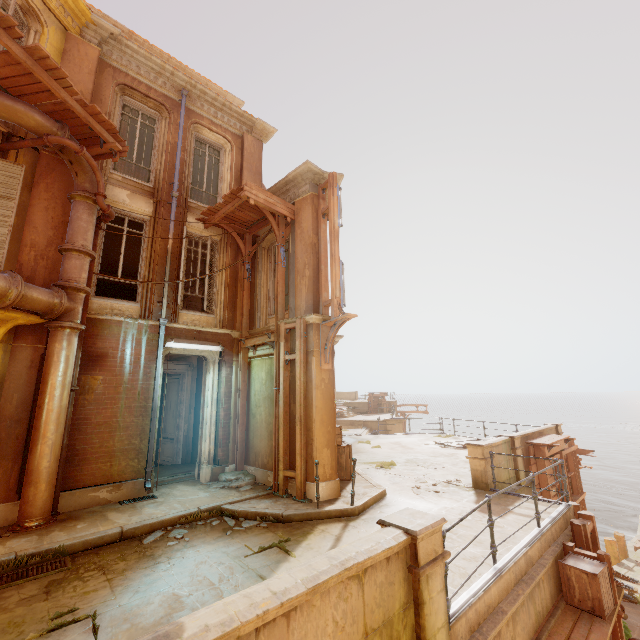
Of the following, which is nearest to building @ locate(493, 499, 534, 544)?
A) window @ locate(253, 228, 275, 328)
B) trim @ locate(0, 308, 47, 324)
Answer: trim @ locate(0, 308, 47, 324)

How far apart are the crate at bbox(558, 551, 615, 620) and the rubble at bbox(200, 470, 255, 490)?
6.8m

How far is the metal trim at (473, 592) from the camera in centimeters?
400cm

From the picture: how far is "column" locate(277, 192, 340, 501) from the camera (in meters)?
7.88

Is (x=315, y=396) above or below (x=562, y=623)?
above

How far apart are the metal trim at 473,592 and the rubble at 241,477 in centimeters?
578cm

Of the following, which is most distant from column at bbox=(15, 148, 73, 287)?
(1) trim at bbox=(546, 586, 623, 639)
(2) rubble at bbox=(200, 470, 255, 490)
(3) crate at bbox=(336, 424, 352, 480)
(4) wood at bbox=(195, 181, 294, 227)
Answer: (1) trim at bbox=(546, 586, 623, 639)

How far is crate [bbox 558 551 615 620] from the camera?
5.30m
